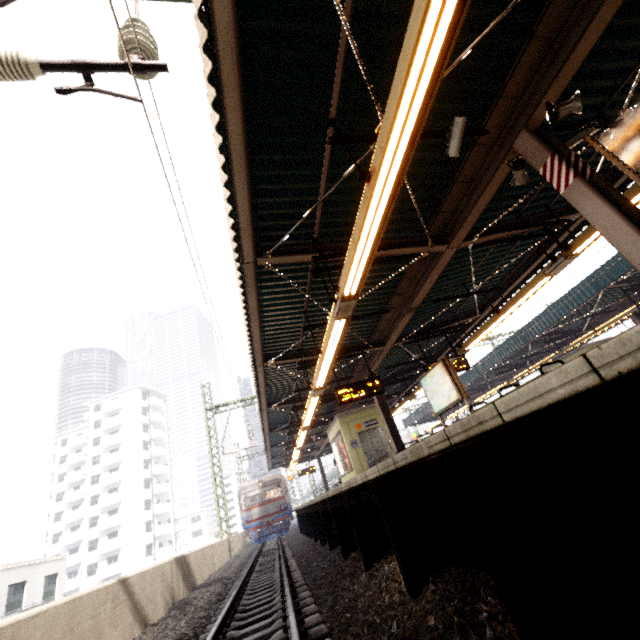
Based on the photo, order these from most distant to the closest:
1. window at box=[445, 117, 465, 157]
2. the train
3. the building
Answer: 1. the building
2. the train
3. window at box=[445, 117, 465, 157]

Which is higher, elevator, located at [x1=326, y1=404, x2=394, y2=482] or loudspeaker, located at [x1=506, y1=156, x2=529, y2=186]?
loudspeaker, located at [x1=506, y1=156, x2=529, y2=186]

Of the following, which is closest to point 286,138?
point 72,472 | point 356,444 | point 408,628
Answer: point 408,628

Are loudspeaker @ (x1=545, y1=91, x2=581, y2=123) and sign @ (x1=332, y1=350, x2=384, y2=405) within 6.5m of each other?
no

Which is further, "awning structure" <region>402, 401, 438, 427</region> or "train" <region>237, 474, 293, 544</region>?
"awning structure" <region>402, 401, 438, 427</region>

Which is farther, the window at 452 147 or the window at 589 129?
the window at 589 129

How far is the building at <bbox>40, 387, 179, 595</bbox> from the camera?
46.12m

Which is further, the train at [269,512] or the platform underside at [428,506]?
the train at [269,512]
